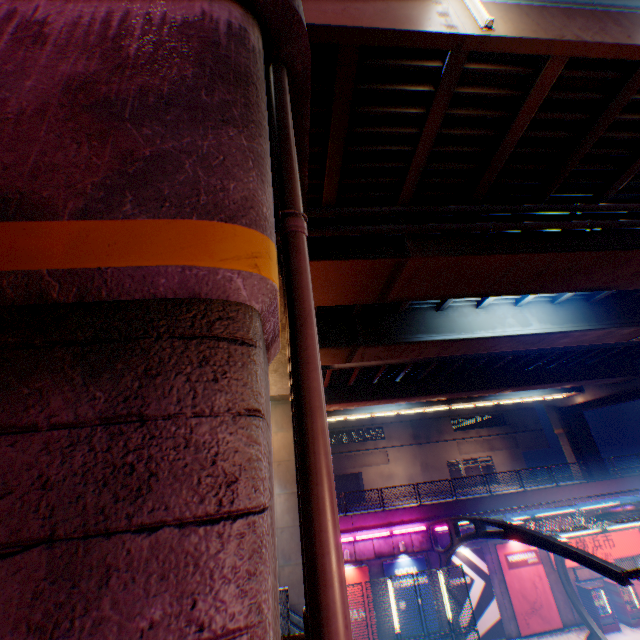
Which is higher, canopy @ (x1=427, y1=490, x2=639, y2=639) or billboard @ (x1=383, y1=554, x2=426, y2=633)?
canopy @ (x1=427, y1=490, x2=639, y2=639)

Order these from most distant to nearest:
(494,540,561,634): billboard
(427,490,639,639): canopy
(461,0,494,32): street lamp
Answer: (494,540,561,634): billboard < (427,490,639,639): canopy < (461,0,494,32): street lamp

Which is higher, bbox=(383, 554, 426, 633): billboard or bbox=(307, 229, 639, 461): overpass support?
bbox=(307, 229, 639, 461): overpass support

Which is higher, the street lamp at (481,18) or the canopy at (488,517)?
the street lamp at (481,18)

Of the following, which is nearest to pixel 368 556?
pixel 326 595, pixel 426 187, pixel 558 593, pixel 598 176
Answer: pixel 558 593

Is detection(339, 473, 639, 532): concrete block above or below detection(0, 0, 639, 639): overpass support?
below

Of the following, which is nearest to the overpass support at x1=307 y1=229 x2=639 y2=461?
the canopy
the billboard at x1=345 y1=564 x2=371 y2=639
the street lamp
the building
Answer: the street lamp

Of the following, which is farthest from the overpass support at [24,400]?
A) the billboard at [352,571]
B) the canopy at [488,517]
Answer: the billboard at [352,571]
